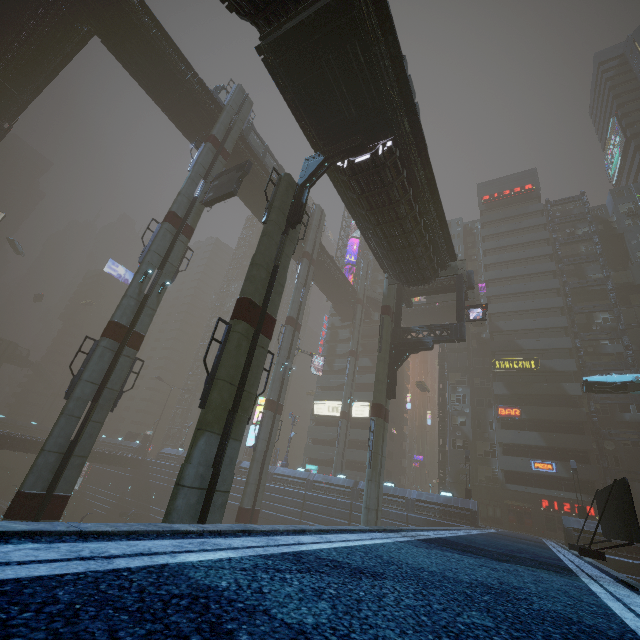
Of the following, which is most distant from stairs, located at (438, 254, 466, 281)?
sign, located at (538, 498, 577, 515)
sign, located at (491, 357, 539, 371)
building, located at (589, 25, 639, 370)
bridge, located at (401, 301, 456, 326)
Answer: sign, located at (538, 498, 577, 515)

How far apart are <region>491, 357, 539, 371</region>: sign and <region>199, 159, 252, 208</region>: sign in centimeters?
3802cm

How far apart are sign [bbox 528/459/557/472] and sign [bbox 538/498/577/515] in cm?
370

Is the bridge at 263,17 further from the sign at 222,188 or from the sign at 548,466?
the sign at 548,466

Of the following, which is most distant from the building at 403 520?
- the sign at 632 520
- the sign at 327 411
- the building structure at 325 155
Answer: the building structure at 325 155

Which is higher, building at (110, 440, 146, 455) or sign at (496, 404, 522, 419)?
sign at (496, 404, 522, 419)

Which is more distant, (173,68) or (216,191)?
(173,68)

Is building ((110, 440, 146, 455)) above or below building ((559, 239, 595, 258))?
below
